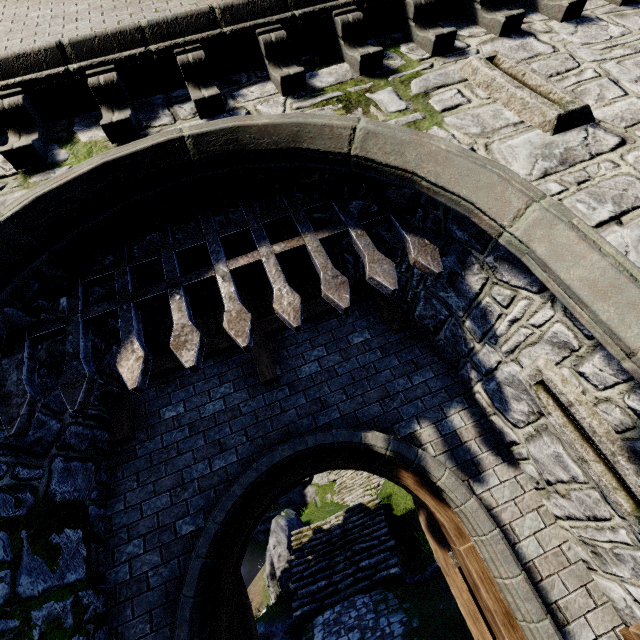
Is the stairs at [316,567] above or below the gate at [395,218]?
below

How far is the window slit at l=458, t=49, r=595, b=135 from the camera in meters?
3.1

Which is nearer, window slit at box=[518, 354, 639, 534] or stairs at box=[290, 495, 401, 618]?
window slit at box=[518, 354, 639, 534]

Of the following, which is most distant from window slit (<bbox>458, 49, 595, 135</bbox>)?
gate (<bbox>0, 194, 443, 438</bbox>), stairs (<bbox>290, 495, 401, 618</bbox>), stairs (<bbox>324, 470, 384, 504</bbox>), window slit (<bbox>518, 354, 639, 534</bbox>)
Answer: stairs (<bbox>324, 470, 384, 504</bbox>)

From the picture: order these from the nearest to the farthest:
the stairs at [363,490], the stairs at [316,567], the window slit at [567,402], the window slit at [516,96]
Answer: the window slit at [567,402] → the window slit at [516,96] → the stairs at [316,567] → the stairs at [363,490]

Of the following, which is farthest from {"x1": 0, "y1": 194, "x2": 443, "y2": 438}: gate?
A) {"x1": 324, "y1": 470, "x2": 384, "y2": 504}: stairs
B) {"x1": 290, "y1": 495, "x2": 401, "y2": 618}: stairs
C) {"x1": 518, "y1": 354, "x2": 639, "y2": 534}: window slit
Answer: {"x1": 324, "y1": 470, "x2": 384, "y2": 504}: stairs

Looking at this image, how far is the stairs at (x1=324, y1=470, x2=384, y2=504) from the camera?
16.67m

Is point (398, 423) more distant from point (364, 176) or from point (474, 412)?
point (364, 176)
